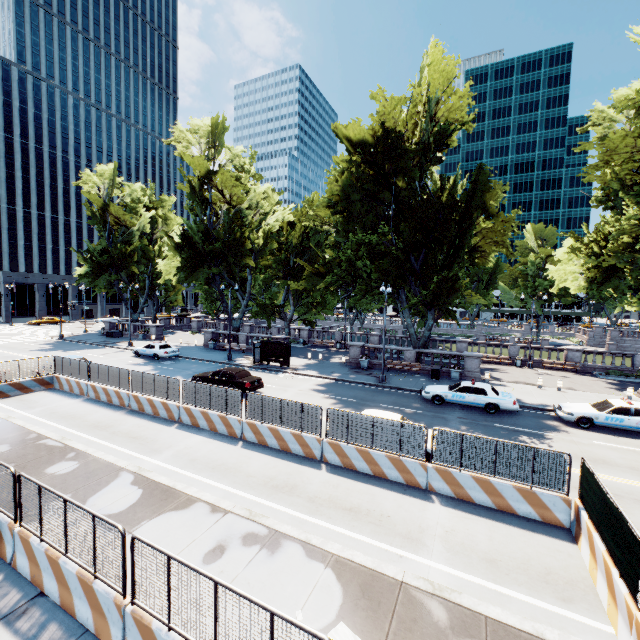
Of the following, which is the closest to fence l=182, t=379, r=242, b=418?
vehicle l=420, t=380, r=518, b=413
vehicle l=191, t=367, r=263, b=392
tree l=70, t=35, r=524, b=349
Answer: vehicle l=191, t=367, r=263, b=392

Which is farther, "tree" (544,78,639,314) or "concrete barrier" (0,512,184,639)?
"tree" (544,78,639,314)

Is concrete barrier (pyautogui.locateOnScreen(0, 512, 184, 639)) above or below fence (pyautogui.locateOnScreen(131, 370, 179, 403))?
below

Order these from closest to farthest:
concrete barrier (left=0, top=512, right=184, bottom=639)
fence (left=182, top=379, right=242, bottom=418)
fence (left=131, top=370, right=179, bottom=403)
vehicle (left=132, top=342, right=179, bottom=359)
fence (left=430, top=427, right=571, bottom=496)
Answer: concrete barrier (left=0, top=512, right=184, bottom=639) < fence (left=430, top=427, right=571, bottom=496) < fence (left=182, top=379, right=242, bottom=418) < fence (left=131, top=370, right=179, bottom=403) < vehicle (left=132, top=342, right=179, bottom=359)

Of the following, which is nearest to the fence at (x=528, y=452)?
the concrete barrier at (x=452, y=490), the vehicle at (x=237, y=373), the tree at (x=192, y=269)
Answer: the concrete barrier at (x=452, y=490)

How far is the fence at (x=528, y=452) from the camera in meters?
9.5

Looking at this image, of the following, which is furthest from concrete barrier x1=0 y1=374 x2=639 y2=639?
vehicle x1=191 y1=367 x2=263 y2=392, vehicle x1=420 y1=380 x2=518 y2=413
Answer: vehicle x1=420 y1=380 x2=518 y2=413

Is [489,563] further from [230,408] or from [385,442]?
[230,408]
